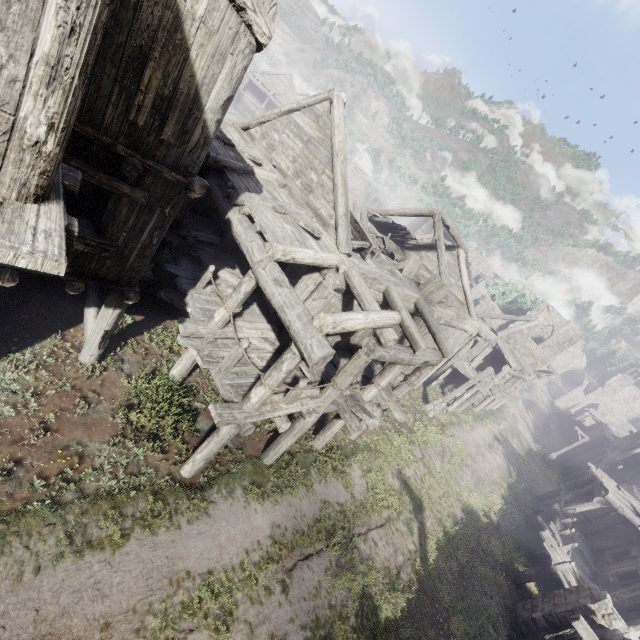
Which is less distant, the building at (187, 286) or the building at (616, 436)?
the building at (187, 286)

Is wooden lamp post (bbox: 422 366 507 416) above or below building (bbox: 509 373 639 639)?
below

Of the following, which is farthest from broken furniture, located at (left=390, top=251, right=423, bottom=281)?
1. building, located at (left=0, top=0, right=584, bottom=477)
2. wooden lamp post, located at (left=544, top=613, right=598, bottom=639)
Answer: wooden lamp post, located at (left=544, top=613, right=598, bottom=639)

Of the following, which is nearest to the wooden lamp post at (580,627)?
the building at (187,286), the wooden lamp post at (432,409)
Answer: the building at (187,286)

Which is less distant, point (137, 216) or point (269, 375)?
point (137, 216)

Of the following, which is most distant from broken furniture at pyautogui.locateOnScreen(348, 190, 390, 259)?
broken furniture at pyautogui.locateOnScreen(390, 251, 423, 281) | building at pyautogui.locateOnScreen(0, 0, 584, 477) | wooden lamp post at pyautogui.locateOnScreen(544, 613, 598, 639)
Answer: wooden lamp post at pyautogui.locateOnScreen(544, 613, 598, 639)

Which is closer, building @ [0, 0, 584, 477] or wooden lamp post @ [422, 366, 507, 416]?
building @ [0, 0, 584, 477]

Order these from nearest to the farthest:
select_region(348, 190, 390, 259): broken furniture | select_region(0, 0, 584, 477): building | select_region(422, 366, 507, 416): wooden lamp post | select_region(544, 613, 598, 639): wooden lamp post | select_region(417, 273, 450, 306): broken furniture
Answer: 1. select_region(0, 0, 584, 477): building
2. select_region(544, 613, 598, 639): wooden lamp post
3. select_region(348, 190, 390, 259): broken furniture
4. select_region(417, 273, 450, 306): broken furniture
5. select_region(422, 366, 507, 416): wooden lamp post
